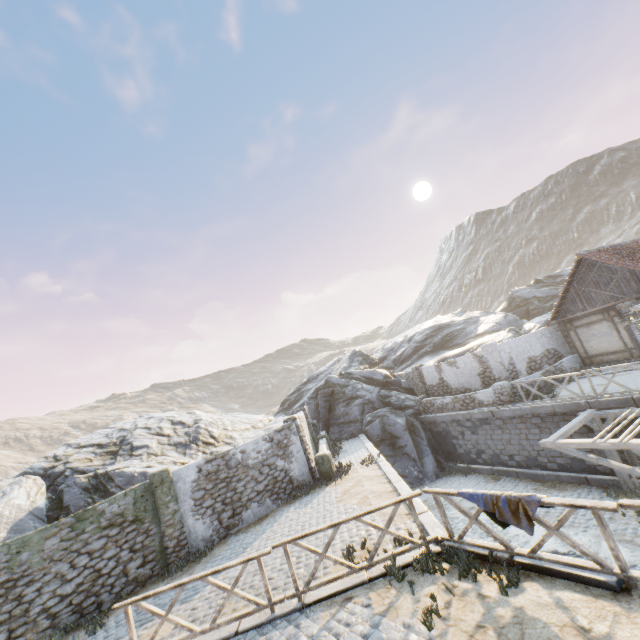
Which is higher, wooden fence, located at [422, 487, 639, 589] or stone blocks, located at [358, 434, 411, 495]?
wooden fence, located at [422, 487, 639, 589]

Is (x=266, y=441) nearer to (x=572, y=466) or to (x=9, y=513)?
(x=9, y=513)

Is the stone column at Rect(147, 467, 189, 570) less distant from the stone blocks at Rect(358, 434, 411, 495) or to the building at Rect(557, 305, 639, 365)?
the stone blocks at Rect(358, 434, 411, 495)

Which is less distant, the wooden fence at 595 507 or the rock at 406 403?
the wooden fence at 595 507

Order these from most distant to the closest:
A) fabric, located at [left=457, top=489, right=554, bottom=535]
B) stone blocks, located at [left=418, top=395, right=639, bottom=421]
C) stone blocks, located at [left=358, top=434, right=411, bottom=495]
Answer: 1. stone blocks, located at [left=418, top=395, right=639, bottom=421]
2. stone blocks, located at [left=358, top=434, right=411, bottom=495]
3. fabric, located at [left=457, top=489, right=554, bottom=535]

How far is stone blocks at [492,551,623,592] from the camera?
4.6m

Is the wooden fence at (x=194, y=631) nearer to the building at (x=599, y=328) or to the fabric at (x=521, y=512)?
the fabric at (x=521, y=512)
